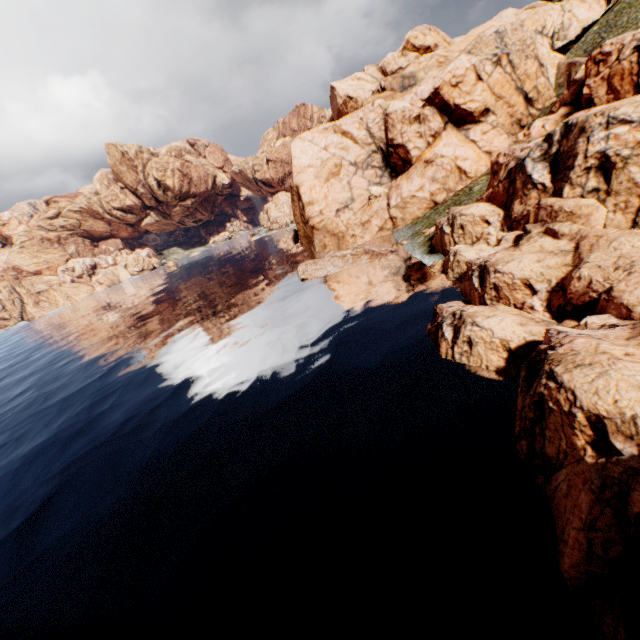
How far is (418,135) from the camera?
53.0m
